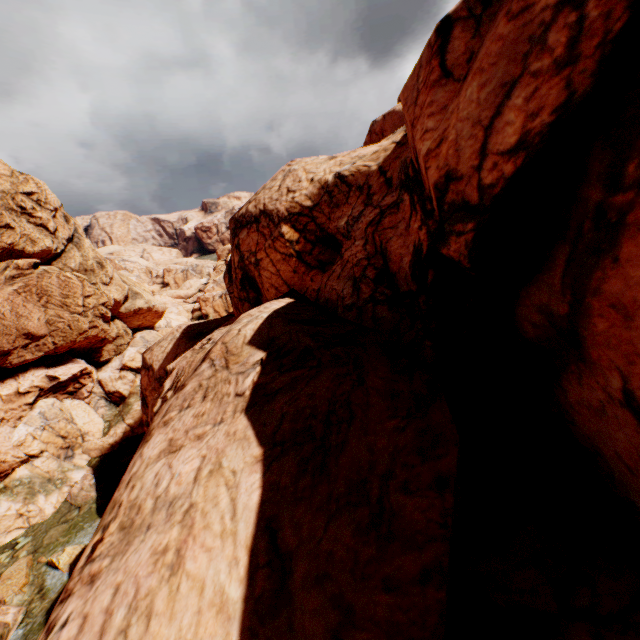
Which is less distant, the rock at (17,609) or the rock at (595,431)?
the rock at (595,431)

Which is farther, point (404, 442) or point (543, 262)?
point (543, 262)

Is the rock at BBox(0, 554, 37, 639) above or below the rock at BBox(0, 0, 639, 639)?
below

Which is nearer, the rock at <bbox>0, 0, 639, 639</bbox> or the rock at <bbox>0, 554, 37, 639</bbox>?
the rock at <bbox>0, 0, 639, 639</bbox>

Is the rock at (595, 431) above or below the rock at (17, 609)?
above
